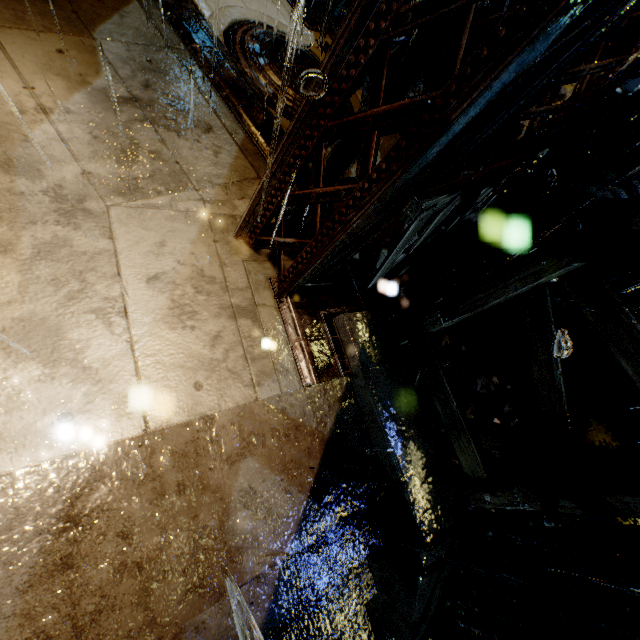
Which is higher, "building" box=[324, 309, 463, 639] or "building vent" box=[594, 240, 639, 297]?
"building vent" box=[594, 240, 639, 297]

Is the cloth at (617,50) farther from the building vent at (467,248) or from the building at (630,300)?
the building vent at (467,248)

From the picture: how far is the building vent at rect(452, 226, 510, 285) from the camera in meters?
7.5 m

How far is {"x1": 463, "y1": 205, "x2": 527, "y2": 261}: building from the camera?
6.2 meters

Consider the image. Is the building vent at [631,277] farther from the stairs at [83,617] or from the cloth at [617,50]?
the stairs at [83,617]

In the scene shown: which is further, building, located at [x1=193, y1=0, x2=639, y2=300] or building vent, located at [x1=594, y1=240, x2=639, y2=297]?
building vent, located at [x1=594, y1=240, x2=639, y2=297]

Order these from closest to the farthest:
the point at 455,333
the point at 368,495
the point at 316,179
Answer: the point at 316,179 → the point at 368,495 → the point at 455,333
